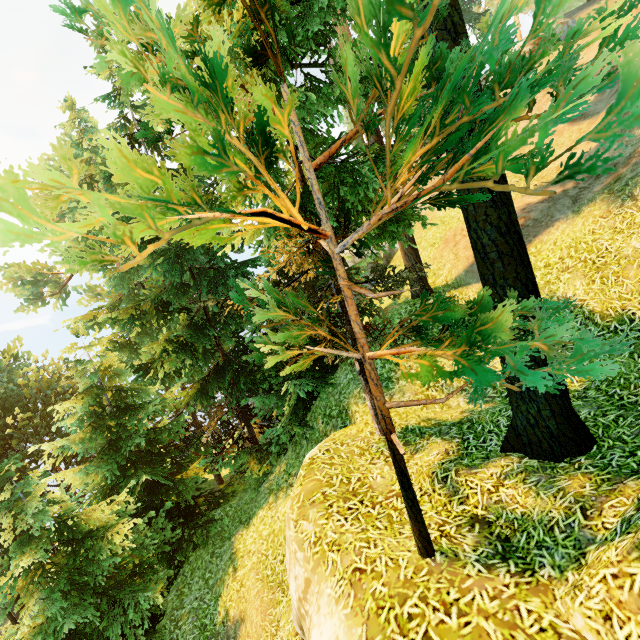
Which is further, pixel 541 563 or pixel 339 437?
pixel 339 437
